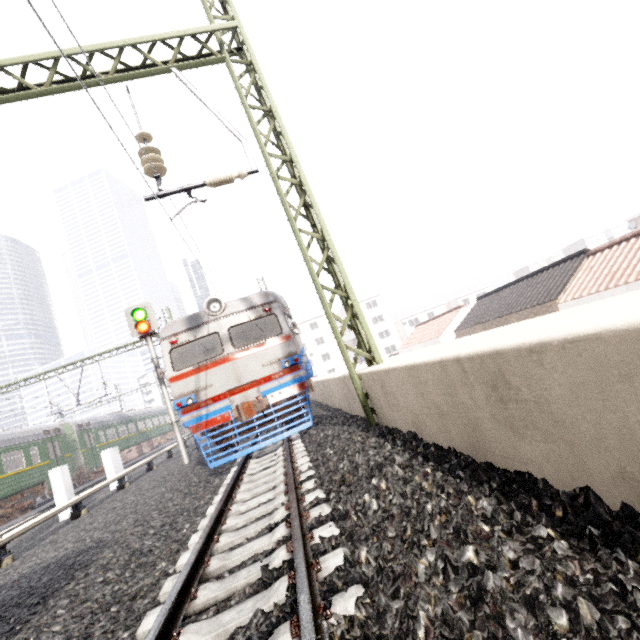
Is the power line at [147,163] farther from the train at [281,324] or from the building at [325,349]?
the building at [325,349]

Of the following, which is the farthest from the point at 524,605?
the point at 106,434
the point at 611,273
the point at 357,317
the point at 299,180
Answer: the point at 106,434

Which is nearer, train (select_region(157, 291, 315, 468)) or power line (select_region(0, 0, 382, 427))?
power line (select_region(0, 0, 382, 427))

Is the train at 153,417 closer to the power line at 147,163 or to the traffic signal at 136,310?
the traffic signal at 136,310

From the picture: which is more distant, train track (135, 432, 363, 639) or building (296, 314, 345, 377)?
building (296, 314, 345, 377)

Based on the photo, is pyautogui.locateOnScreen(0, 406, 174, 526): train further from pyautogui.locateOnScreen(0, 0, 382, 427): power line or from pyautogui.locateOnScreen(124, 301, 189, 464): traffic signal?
pyautogui.locateOnScreen(0, 0, 382, 427): power line

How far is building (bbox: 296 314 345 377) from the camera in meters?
56.7

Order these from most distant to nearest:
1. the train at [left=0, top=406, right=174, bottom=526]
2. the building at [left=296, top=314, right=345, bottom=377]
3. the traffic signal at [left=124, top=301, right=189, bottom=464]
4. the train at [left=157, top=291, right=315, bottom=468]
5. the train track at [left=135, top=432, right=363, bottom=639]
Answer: Answer: the building at [left=296, top=314, right=345, bottom=377] < the train at [left=0, top=406, right=174, bottom=526] < the traffic signal at [left=124, top=301, right=189, bottom=464] < the train at [left=157, top=291, right=315, bottom=468] < the train track at [left=135, top=432, right=363, bottom=639]
